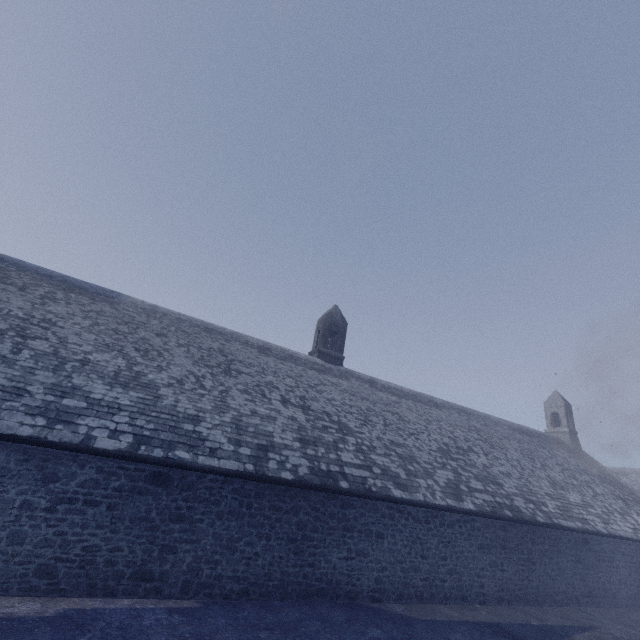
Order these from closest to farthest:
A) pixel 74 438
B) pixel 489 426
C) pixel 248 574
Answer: pixel 74 438
pixel 248 574
pixel 489 426
